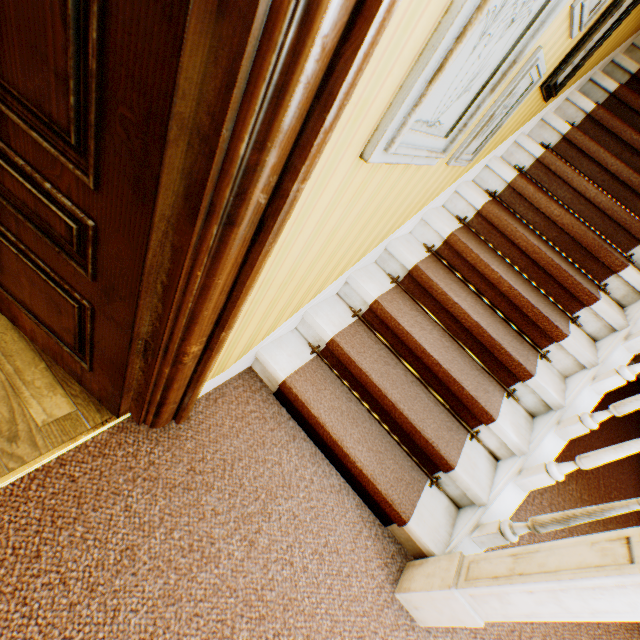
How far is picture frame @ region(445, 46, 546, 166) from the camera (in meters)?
1.56

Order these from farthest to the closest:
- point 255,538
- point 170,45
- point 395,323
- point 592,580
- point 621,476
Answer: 1. point 621,476
2. point 395,323
3. point 255,538
4. point 592,580
5. point 170,45

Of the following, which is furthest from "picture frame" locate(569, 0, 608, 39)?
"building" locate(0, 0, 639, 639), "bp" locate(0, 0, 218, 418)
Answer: "bp" locate(0, 0, 218, 418)

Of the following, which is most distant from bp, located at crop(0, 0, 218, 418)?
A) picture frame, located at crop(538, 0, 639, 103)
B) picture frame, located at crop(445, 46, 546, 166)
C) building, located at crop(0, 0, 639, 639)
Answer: picture frame, located at crop(538, 0, 639, 103)

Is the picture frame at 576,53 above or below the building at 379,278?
above

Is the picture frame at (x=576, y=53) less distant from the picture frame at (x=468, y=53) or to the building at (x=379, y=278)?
the building at (x=379, y=278)

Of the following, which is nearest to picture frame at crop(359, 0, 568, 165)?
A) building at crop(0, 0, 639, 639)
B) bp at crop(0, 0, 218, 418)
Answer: building at crop(0, 0, 639, 639)

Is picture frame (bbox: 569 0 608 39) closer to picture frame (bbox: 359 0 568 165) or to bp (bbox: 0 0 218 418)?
picture frame (bbox: 359 0 568 165)
